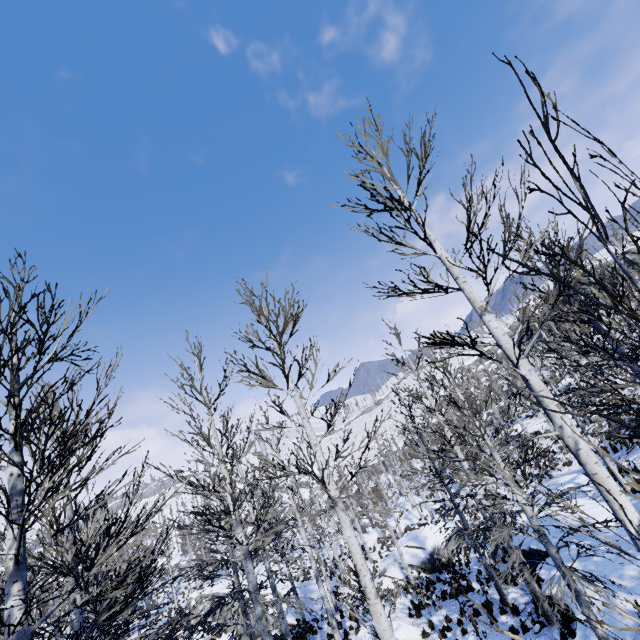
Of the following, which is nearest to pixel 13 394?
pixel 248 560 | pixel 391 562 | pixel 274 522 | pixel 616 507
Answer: pixel 616 507

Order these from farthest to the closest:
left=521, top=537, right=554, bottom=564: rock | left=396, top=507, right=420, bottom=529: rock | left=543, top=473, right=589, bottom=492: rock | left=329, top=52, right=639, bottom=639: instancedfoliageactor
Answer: left=396, top=507, right=420, bottom=529: rock < left=543, top=473, right=589, bottom=492: rock < left=521, top=537, right=554, bottom=564: rock < left=329, top=52, right=639, bottom=639: instancedfoliageactor

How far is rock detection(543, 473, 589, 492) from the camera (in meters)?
19.36

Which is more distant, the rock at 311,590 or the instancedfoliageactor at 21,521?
the rock at 311,590

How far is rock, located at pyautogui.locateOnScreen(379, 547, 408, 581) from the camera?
22.3m

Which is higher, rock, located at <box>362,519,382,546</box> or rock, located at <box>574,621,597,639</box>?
rock, located at <box>574,621,597,639</box>

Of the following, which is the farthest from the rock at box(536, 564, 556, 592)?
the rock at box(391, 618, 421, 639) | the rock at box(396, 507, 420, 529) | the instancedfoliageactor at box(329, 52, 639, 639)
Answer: the rock at box(396, 507, 420, 529)

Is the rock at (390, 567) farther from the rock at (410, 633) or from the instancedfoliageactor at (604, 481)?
the rock at (410, 633)
